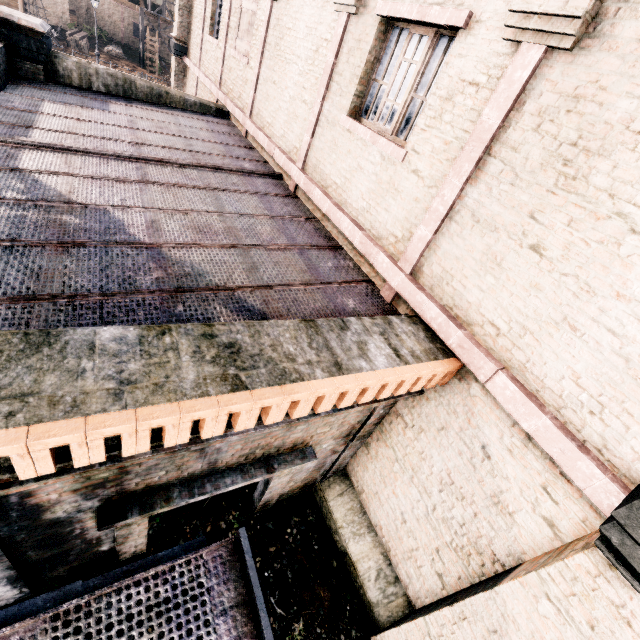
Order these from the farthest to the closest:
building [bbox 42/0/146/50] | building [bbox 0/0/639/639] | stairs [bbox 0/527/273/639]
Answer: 1. building [bbox 42/0/146/50]
2. building [bbox 0/0/639/639]
3. stairs [bbox 0/527/273/639]

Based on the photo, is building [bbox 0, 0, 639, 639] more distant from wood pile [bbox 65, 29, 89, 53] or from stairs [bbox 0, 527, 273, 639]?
wood pile [bbox 65, 29, 89, 53]

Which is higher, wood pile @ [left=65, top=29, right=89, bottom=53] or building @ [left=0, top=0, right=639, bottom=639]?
building @ [left=0, top=0, right=639, bottom=639]

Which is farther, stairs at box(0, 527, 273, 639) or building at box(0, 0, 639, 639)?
building at box(0, 0, 639, 639)

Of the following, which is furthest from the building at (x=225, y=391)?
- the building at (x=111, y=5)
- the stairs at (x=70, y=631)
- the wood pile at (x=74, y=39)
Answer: the building at (x=111, y=5)

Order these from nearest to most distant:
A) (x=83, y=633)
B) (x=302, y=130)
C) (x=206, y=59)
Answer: (x=83, y=633)
(x=302, y=130)
(x=206, y=59)

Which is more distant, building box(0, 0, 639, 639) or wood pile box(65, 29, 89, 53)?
wood pile box(65, 29, 89, 53)
